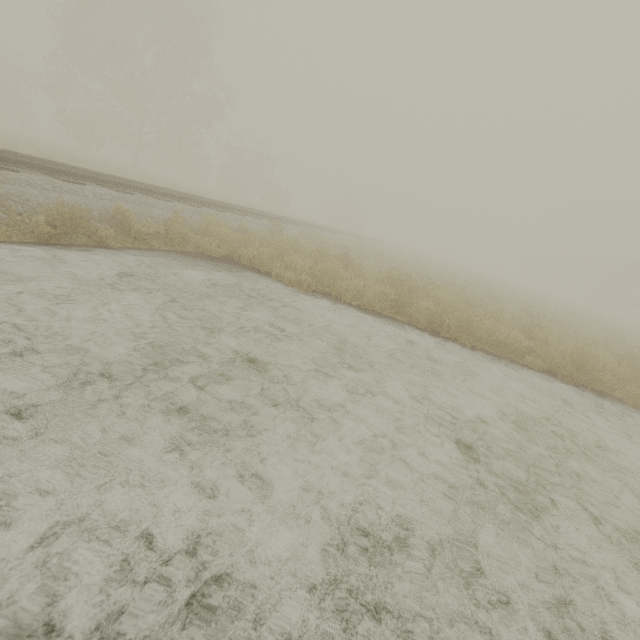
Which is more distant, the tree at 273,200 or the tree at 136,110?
the tree at 273,200

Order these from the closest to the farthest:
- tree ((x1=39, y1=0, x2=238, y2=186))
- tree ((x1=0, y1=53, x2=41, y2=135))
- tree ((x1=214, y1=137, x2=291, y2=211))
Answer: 1. tree ((x1=39, y1=0, x2=238, y2=186))
2. tree ((x1=0, y1=53, x2=41, y2=135))
3. tree ((x1=214, y1=137, x2=291, y2=211))

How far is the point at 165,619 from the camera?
→ 1.5m

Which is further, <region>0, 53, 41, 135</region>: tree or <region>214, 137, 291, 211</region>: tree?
<region>214, 137, 291, 211</region>: tree

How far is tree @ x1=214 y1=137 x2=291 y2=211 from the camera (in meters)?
38.31

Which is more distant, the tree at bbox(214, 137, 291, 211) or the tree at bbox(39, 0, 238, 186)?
the tree at bbox(214, 137, 291, 211)

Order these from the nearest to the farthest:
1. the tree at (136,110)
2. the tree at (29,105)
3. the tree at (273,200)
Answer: the tree at (136,110) → the tree at (29,105) → the tree at (273,200)
